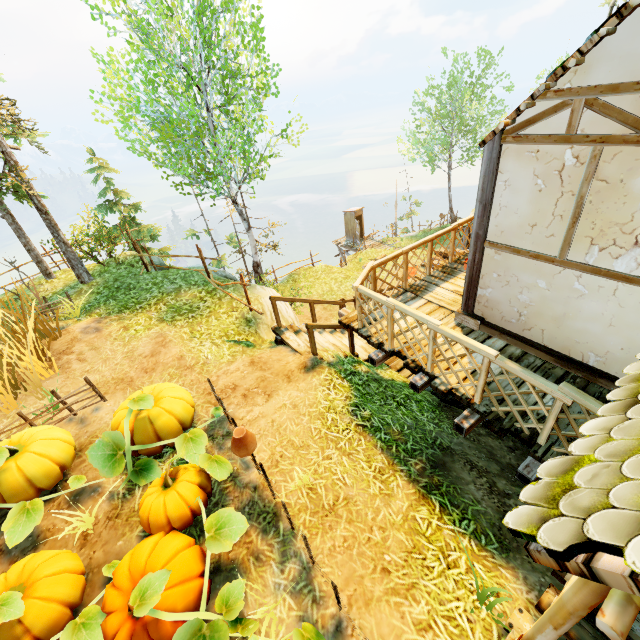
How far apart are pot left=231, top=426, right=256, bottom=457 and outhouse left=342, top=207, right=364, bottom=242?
24.2 meters

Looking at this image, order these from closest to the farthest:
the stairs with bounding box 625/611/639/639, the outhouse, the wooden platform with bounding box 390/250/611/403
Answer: the stairs with bounding box 625/611/639/639 → the wooden platform with bounding box 390/250/611/403 → the outhouse

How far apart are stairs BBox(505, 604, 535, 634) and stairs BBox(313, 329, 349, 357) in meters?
5.0 m

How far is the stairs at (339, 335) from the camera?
7.61m

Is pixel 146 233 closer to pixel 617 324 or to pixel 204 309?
pixel 204 309

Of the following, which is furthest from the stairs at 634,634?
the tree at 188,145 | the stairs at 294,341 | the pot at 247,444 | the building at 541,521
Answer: the tree at 188,145

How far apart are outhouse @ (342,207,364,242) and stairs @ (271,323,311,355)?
19.78m

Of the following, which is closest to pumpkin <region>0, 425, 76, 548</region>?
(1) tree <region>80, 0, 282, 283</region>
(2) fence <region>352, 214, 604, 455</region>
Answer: (2) fence <region>352, 214, 604, 455</region>
